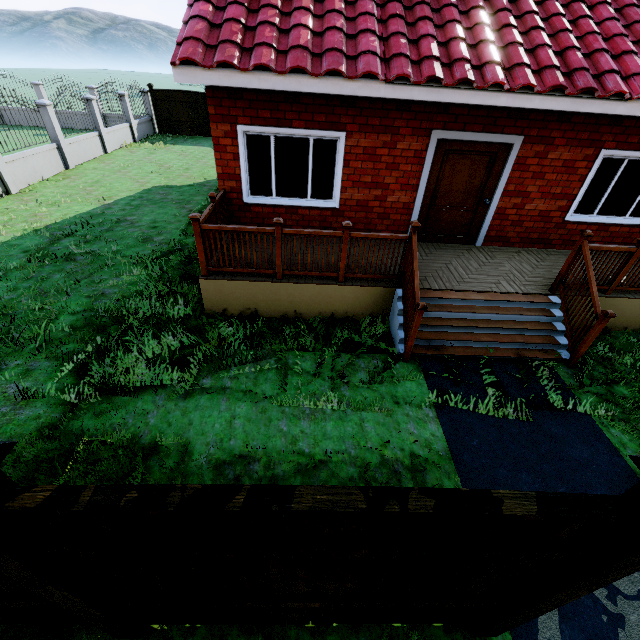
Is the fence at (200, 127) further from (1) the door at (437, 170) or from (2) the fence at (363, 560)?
(1) the door at (437, 170)

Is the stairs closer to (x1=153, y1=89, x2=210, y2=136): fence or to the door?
Answer: the door

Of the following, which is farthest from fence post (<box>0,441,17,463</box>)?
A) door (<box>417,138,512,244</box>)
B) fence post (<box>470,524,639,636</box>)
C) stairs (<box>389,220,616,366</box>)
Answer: door (<box>417,138,512,244</box>)

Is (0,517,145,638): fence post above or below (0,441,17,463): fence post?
below

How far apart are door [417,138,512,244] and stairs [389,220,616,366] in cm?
196

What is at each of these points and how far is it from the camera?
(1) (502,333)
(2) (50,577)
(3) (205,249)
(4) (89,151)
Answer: (1) stairs, 5.66m
(2) fence post, 1.63m
(3) wooden rail, 5.56m
(4) fence, 14.40m

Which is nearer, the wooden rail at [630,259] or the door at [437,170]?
the wooden rail at [630,259]

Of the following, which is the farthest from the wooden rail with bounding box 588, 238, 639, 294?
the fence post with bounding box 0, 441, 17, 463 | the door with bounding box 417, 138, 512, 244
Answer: the fence post with bounding box 0, 441, 17, 463
